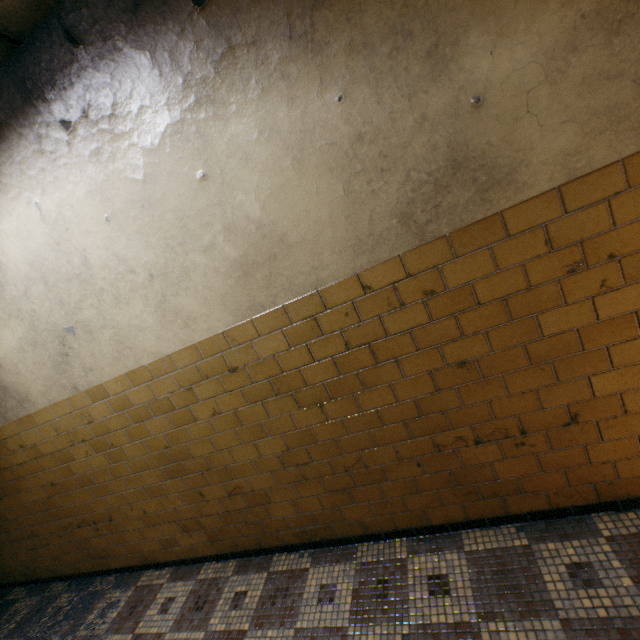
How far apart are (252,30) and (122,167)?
1.1 meters
